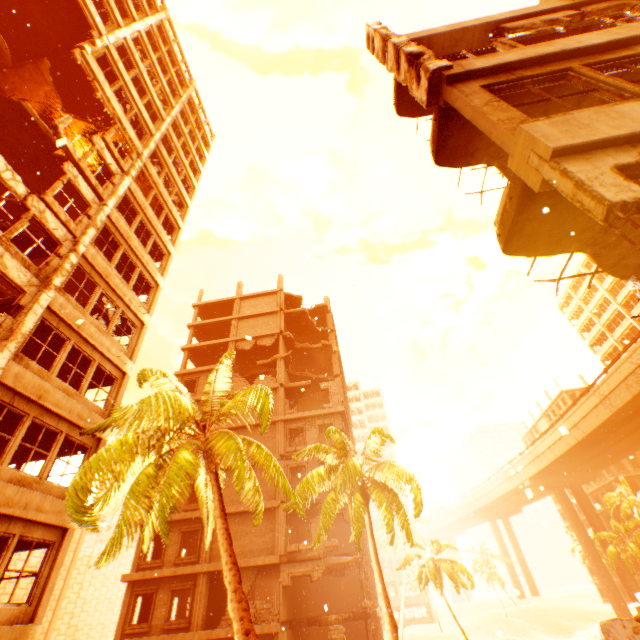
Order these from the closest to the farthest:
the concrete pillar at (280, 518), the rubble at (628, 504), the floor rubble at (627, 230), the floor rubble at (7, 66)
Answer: the floor rubble at (627, 230) → the floor rubble at (7, 66) → the concrete pillar at (280, 518) → the rubble at (628, 504)

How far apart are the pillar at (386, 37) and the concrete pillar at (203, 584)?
26.2 meters

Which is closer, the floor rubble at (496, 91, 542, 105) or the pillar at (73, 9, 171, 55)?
the floor rubble at (496, 91, 542, 105)

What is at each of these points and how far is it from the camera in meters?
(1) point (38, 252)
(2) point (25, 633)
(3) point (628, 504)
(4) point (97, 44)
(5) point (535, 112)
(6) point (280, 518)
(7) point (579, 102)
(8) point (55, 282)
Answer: (1) floor rubble, 12.8
(2) wall corner piece, 8.8
(3) rubble, 43.6
(4) pillar, 16.4
(5) floor rubble, 5.8
(6) concrete pillar, 21.5
(7) floor rubble, 5.7
(8) pillar, 11.6

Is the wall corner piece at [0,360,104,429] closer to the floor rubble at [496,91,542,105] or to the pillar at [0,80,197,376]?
the pillar at [0,80,197,376]

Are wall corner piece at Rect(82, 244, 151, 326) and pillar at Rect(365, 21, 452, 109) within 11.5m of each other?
no

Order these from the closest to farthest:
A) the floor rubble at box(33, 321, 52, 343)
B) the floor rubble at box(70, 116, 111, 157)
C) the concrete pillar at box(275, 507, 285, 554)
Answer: the floor rubble at box(33, 321, 52, 343)
the floor rubble at box(70, 116, 111, 157)
the concrete pillar at box(275, 507, 285, 554)

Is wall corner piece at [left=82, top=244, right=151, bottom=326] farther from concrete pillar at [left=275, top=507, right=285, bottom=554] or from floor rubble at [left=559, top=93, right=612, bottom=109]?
concrete pillar at [left=275, top=507, right=285, bottom=554]
